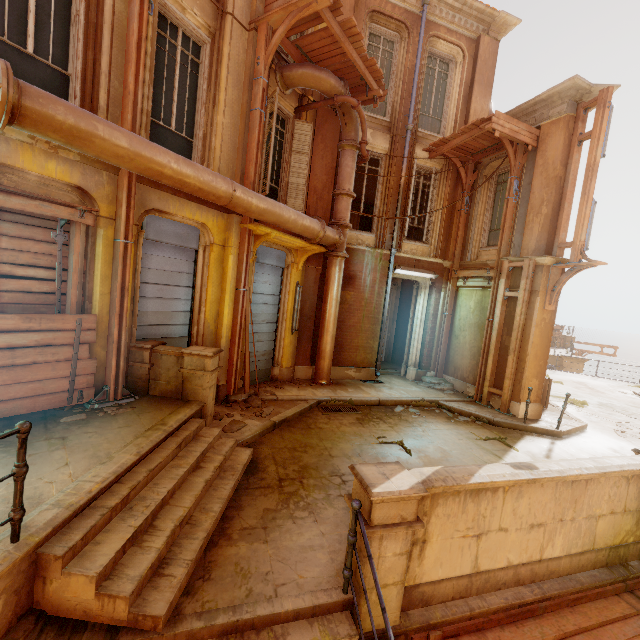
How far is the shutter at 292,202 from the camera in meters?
9.2

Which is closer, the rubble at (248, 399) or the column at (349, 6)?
the rubble at (248, 399)

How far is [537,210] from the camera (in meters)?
9.16

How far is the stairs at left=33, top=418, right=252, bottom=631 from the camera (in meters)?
2.70

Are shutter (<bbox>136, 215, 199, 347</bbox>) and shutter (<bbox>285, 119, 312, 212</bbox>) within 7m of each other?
yes

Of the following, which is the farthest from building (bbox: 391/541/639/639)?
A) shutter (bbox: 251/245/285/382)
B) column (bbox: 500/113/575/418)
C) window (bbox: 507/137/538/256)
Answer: window (bbox: 507/137/538/256)

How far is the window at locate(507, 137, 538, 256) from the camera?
9.6m

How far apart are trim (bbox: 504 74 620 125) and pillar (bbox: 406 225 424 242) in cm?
270
